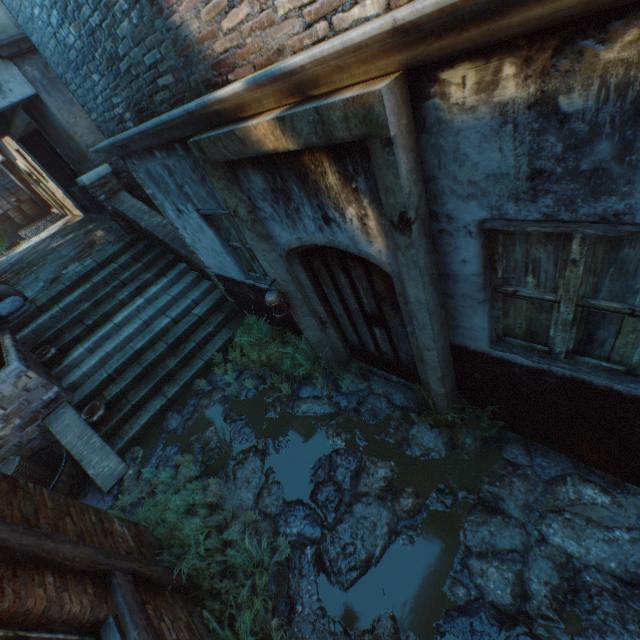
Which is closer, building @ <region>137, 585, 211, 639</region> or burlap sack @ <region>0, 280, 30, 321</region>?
building @ <region>137, 585, 211, 639</region>

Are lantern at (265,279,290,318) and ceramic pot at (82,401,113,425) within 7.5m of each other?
yes

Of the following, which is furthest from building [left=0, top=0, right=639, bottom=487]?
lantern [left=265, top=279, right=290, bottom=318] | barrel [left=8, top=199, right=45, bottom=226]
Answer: barrel [left=8, top=199, right=45, bottom=226]

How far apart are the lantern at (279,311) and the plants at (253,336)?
1.0m

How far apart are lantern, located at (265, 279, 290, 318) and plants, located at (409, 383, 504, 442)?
1.9 meters

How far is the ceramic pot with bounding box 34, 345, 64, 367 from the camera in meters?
6.3

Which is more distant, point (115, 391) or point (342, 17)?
point (115, 391)

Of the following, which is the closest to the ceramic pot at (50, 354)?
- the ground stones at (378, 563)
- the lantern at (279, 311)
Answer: the ground stones at (378, 563)
